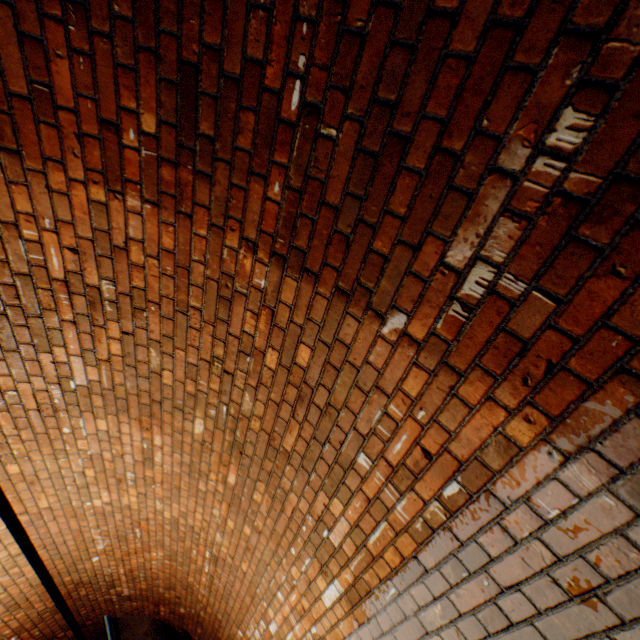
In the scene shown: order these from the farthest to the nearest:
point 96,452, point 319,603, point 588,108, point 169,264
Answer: point 96,452 < point 319,603 < point 169,264 < point 588,108

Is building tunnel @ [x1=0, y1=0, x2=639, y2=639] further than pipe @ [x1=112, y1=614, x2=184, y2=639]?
No

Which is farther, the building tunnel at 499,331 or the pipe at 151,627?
the pipe at 151,627
